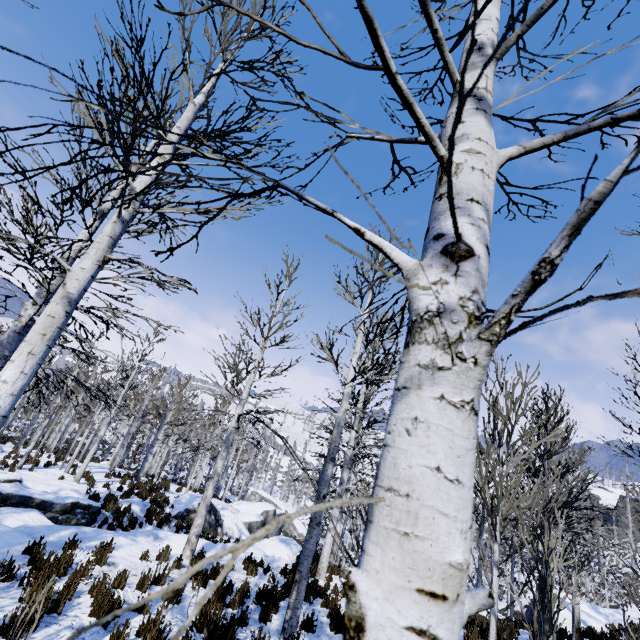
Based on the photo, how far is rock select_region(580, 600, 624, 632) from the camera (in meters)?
15.48

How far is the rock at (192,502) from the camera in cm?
1558

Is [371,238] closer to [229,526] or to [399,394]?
[399,394]

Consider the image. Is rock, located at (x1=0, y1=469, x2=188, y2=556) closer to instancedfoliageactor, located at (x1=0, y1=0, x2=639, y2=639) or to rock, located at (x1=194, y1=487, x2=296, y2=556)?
instancedfoliageactor, located at (x1=0, y1=0, x2=639, y2=639)

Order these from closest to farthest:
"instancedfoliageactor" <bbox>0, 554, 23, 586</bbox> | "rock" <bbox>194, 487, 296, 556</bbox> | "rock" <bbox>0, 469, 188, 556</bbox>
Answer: "instancedfoliageactor" <bbox>0, 554, 23, 586</bbox> → "rock" <bbox>0, 469, 188, 556</bbox> → "rock" <bbox>194, 487, 296, 556</bbox>

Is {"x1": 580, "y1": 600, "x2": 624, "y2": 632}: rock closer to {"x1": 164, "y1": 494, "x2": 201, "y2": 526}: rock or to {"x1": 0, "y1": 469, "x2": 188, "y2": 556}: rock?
{"x1": 0, "y1": 469, "x2": 188, "y2": 556}: rock

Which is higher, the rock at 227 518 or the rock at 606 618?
the rock at 606 618
